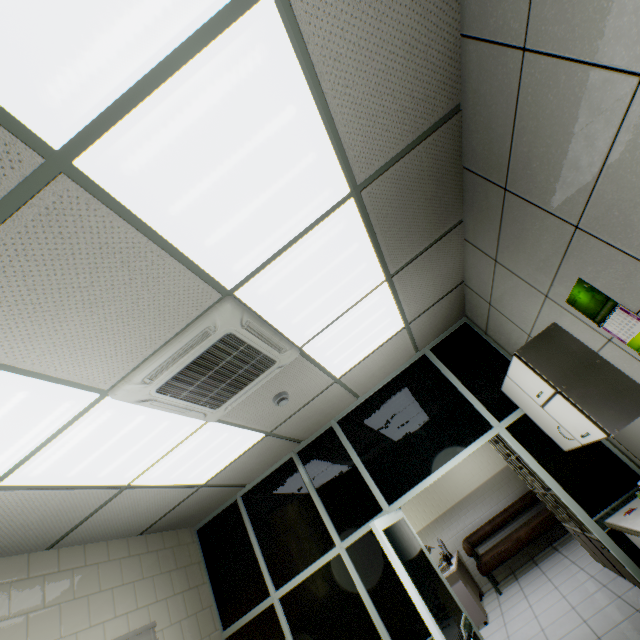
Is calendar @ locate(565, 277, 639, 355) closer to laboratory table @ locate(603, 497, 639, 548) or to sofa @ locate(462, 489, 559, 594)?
laboratory table @ locate(603, 497, 639, 548)

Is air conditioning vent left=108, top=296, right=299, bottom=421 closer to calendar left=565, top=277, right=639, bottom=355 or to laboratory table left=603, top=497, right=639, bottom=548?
calendar left=565, top=277, right=639, bottom=355

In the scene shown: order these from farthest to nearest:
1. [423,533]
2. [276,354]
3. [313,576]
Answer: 1. [423,533]
2. [313,576]
3. [276,354]

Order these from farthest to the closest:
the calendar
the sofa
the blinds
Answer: the sofa < the blinds < the calendar

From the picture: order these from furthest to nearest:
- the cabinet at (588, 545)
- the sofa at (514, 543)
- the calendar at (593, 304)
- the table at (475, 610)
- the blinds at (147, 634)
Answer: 1. the sofa at (514, 543)
2. the table at (475, 610)
3. the cabinet at (588, 545)
4. the blinds at (147, 634)
5. the calendar at (593, 304)

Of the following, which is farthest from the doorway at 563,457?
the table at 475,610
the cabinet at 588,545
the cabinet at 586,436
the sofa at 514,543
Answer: the sofa at 514,543

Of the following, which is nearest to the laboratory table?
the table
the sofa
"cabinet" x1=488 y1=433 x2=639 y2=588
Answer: "cabinet" x1=488 y1=433 x2=639 y2=588

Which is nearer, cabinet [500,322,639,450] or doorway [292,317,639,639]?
cabinet [500,322,639,450]
